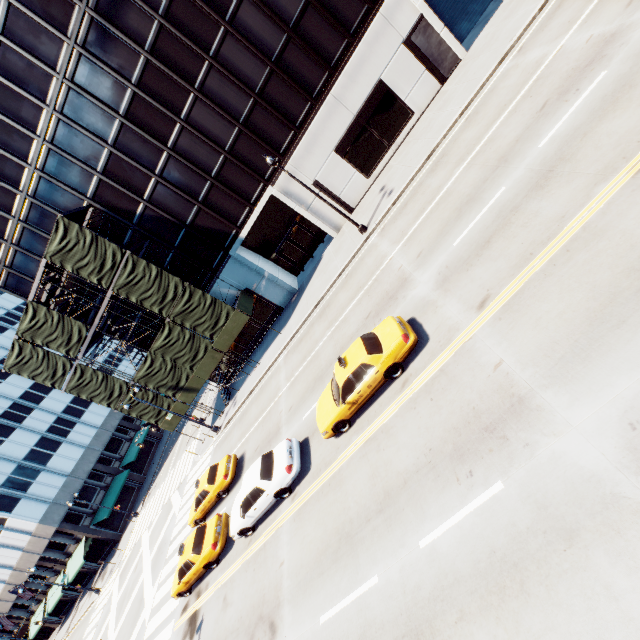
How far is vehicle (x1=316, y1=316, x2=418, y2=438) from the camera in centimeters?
1059cm

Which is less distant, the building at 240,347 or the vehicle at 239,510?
the vehicle at 239,510

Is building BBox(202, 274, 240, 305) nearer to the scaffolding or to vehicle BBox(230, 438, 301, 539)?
the scaffolding

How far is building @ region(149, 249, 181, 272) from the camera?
24.66m

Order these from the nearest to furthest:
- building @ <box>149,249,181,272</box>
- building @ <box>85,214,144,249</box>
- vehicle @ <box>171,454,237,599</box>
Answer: vehicle @ <box>171,454,237,599</box> < building @ <box>85,214,144,249</box> < building @ <box>149,249,181,272</box>

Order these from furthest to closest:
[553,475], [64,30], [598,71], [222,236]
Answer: [222,236], [64,30], [598,71], [553,475]

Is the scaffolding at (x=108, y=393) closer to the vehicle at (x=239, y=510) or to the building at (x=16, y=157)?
the building at (x=16, y=157)
